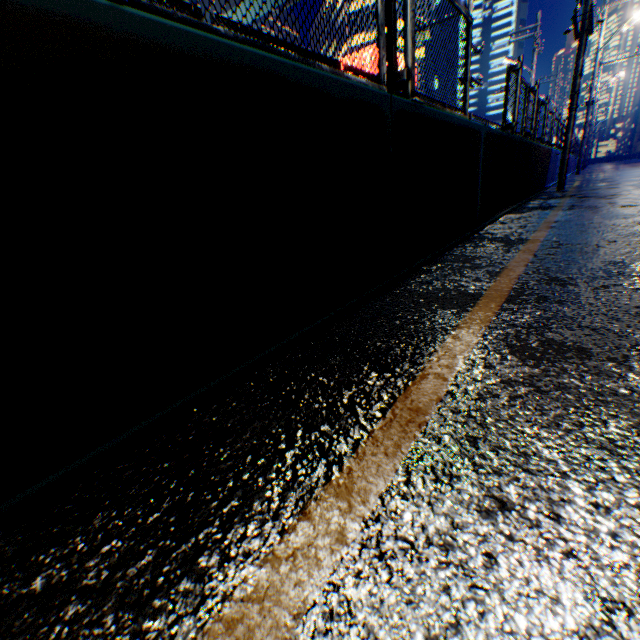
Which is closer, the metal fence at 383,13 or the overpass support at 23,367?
the overpass support at 23,367

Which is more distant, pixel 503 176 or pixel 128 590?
pixel 503 176

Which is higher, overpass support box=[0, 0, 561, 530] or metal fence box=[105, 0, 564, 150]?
metal fence box=[105, 0, 564, 150]

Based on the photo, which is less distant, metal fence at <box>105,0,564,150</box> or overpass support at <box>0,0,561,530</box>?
overpass support at <box>0,0,561,530</box>

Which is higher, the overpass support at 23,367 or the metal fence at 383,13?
the metal fence at 383,13
